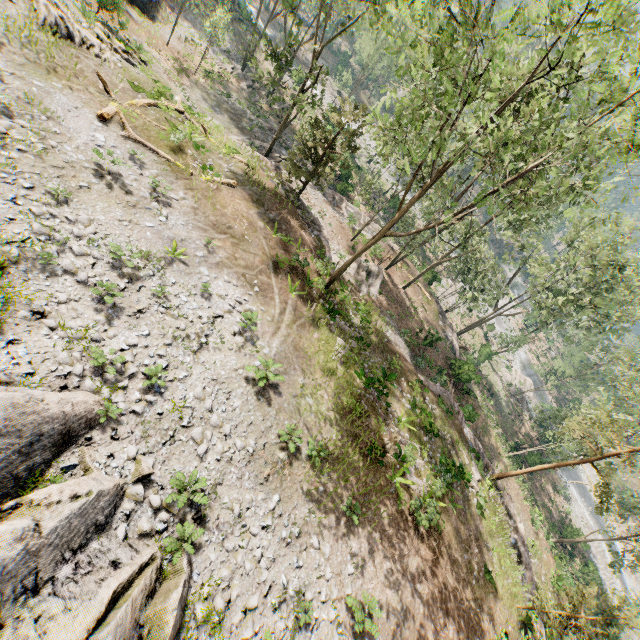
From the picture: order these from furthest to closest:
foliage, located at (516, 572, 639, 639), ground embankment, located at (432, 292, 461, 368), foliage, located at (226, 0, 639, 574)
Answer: ground embankment, located at (432, 292, 461, 368), foliage, located at (516, 572, 639, 639), foliage, located at (226, 0, 639, 574)

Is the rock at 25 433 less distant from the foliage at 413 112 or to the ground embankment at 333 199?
the foliage at 413 112

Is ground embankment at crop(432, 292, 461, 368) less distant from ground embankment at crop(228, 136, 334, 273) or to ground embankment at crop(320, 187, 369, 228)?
ground embankment at crop(320, 187, 369, 228)

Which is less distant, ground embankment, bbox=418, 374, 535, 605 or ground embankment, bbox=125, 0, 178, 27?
ground embankment, bbox=418, 374, 535, 605

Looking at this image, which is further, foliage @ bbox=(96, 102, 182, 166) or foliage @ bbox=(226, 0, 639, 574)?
foliage @ bbox=(96, 102, 182, 166)

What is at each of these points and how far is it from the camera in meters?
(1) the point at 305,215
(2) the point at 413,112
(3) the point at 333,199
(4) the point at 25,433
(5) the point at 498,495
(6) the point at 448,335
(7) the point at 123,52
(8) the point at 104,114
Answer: (1) ground embankment, 25.1
(2) foliage, 9.5
(3) ground embankment, 33.6
(4) rock, 7.0
(5) ground embankment, 22.1
(6) ground embankment, 34.3
(7) foliage, 21.1
(8) foliage, 15.3

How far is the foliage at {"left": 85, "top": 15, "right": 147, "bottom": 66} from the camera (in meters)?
20.22

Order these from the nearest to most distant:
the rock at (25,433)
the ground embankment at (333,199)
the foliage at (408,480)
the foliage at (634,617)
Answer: the rock at (25,433)
the foliage at (634,617)
the foliage at (408,480)
the ground embankment at (333,199)
